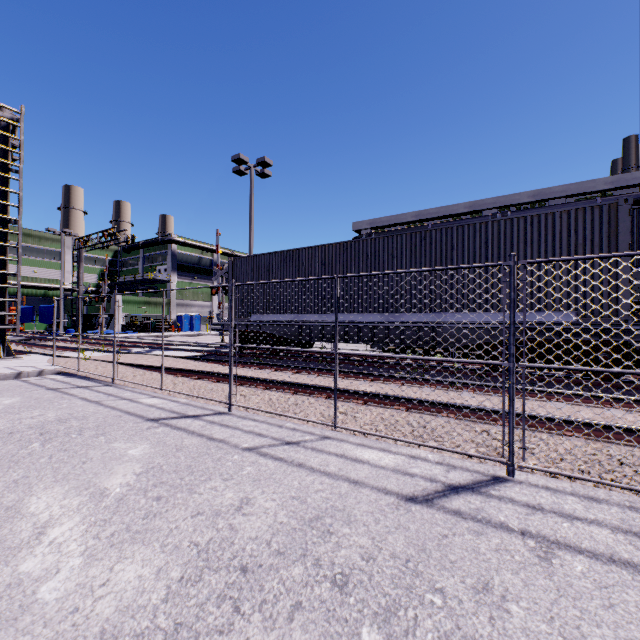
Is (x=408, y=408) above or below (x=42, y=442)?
above

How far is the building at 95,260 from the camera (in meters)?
53.88

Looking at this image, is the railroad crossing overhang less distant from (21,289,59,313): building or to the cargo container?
the cargo container

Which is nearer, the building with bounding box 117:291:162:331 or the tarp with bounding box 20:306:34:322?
the tarp with bounding box 20:306:34:322

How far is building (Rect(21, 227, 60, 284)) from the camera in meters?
47.2 m

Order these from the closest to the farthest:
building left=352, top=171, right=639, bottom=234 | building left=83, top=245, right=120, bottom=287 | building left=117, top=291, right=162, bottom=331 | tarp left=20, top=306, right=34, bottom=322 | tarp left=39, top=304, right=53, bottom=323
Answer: building left=352, top=171, right=639, bottom=234 < tarp left=39, top=304, right=53, bottom=323 < tarp left=20, top=306, right=34, bottom=322 < building left=117, top=291, right=162, bottom=331 < building left=83, top=245, right=120, bottom=287

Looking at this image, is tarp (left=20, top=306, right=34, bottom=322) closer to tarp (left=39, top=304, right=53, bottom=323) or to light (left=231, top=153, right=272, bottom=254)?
tarp (left=39, top=304, right=53, bottom=323)

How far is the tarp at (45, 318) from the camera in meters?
32.8 m
